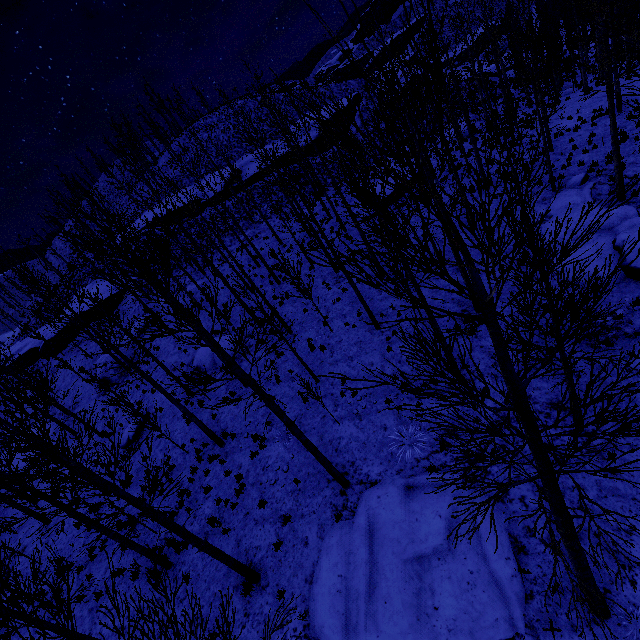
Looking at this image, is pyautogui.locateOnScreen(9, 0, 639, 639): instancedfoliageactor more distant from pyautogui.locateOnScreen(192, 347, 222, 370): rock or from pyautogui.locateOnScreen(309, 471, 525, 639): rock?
pyautogui.locateOnScreen(192, 347, 222, 370): rock

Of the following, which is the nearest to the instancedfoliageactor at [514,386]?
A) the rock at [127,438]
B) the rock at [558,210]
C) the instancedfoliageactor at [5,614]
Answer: the rock at [558,210]

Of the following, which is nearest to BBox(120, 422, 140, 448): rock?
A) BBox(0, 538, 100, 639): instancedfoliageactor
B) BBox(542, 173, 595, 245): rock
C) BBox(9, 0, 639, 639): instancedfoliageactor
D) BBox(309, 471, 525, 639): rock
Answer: BBox(0, 538, 100, 639): instancedfoliageactor

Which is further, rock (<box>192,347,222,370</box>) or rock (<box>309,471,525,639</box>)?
rock (<box>192,347,222,370</box>)

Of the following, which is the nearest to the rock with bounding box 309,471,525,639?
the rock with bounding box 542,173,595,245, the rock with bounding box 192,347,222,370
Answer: the rock with bounding box 542,173,595,245

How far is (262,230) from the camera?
28.3m

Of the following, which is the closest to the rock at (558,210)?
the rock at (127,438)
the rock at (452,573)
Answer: the rock at (452,573)

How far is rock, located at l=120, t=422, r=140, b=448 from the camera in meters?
17.7 m
